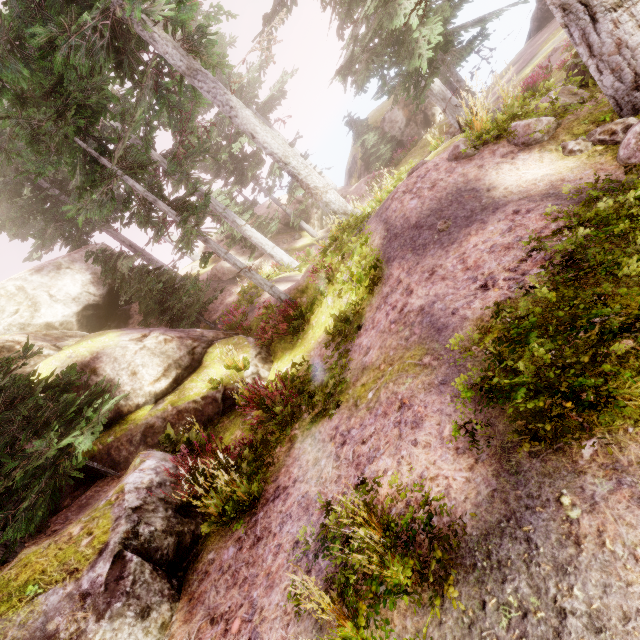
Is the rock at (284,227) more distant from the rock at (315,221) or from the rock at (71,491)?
the rock at (71,491)

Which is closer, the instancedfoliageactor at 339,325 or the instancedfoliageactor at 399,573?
the instancedfoliageactor at 399,573

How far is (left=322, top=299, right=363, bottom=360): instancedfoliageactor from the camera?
6.93m

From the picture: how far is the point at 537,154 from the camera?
5.8 meters

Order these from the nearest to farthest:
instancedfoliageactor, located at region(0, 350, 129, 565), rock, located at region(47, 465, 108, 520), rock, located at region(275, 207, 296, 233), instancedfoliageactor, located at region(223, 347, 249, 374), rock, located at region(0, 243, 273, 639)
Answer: rock, located at region(0, 243, 273, 639) < instancedfoliageactor, located at region(0, 350, 129, 565) < rock, located at region(47, 465, 108, 520) < instancedfoliageactor, located at region(223, 347, 249, 374) < rock, located at region(275, 207, 296, 233)

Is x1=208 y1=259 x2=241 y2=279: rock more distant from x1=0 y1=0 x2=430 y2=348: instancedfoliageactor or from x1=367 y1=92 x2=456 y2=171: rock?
x1=367 y1=92 x2=456 y2=171: rock

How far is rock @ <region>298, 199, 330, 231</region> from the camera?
24.64m
